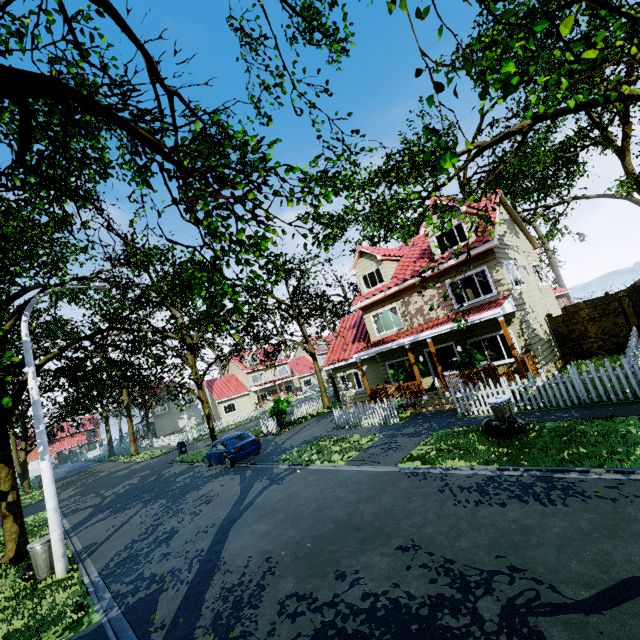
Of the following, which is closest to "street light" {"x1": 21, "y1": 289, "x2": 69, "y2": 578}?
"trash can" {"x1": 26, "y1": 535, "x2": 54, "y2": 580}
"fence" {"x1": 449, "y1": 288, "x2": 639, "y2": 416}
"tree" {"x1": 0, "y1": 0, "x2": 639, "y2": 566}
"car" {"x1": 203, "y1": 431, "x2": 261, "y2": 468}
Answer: "trash can" {"x1": 26, "y1": 535, "x2": 54, "y2": 580}

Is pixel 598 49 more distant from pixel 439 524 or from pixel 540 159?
pixel 540 159

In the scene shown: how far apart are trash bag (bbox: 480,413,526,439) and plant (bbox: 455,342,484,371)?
4.19m

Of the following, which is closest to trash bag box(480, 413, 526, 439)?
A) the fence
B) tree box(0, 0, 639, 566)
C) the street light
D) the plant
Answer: the fence

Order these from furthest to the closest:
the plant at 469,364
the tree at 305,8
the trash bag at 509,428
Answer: the plant at 469,364, the trash bag at 509,428, the tree at 305,8

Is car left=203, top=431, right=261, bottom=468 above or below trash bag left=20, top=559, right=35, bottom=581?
above

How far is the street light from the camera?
8.9m

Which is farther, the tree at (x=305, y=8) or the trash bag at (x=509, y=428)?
the trash bag at (x=509, y=428)
